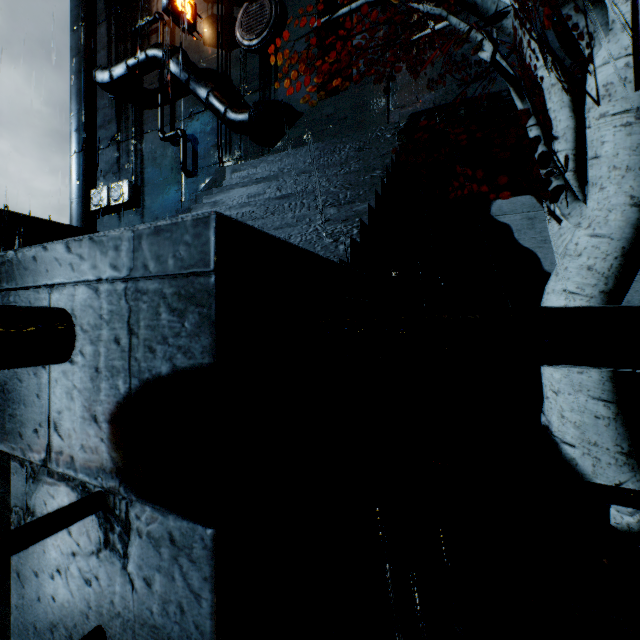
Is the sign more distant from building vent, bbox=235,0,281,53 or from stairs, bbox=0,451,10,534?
stairs, bbox=0,451,10,534

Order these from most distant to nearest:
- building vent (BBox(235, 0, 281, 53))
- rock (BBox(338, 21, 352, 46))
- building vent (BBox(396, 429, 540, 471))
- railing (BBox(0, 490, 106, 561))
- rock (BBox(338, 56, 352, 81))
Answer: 1. rock (BBox(338, 56, 352, 81))
2. rock (BBox(338, 21, 352, 46))
3. building vent (BBox(235, 0, 281, 53))
4. building vent (BBox(396, 429, 540, 471))
5. railing (BBox(0, 490, 106, 561))

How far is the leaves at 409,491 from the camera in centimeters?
416cm

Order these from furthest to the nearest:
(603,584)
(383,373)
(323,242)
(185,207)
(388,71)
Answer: (185,207), (388,71), (383,373), (323,242), (603,584)

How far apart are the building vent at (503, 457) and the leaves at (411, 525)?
0.01m

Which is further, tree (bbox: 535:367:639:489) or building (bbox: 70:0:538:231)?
building (bbox: 70:0:538:231)

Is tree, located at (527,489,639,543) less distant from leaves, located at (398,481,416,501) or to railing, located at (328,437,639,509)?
leaves, located at (398,481,416,501)

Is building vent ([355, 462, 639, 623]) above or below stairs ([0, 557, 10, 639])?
below
